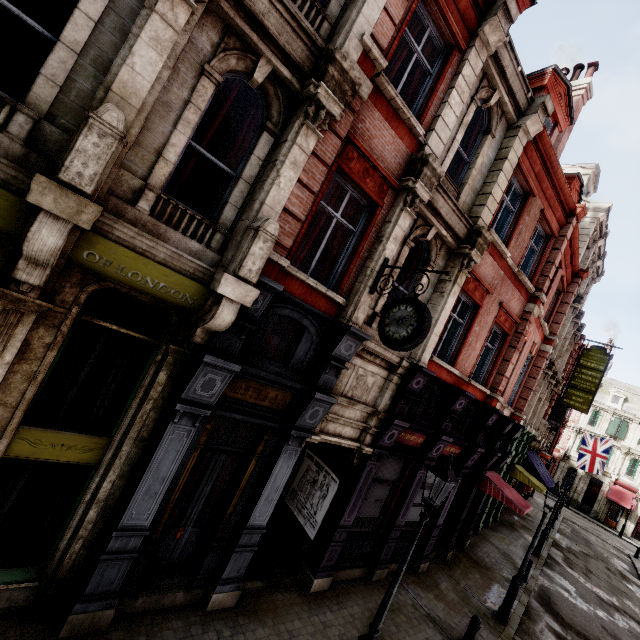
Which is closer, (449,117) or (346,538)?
(449,117)

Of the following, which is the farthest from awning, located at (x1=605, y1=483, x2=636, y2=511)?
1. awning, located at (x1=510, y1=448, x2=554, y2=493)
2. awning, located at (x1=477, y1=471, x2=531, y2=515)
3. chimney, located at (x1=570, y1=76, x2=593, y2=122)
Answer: chimney, located at (x1=570, y1=76, x2=593, y2=122)

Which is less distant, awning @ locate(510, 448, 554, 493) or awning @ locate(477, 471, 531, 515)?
awning @ locate(477, 471, 531, 515)

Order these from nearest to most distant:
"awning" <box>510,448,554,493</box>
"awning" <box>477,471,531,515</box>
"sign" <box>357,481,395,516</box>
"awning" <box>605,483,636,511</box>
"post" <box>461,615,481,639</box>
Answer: "post" <box>461,615,481,639</box> < "sign" <box>357,481,395,516</box> < "awning" <box>477,471,531,515</box> < "awning" <box>510,448,554,493</box> < "awning" <box>605,483,636,511</box>

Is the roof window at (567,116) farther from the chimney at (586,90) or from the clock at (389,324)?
the clock at (389,324)

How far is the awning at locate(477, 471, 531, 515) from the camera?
12.3 meters

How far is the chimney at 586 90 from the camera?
13.2m

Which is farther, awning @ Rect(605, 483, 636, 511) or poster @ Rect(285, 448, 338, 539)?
awning @ Rect(605, 483, 636, 511)
